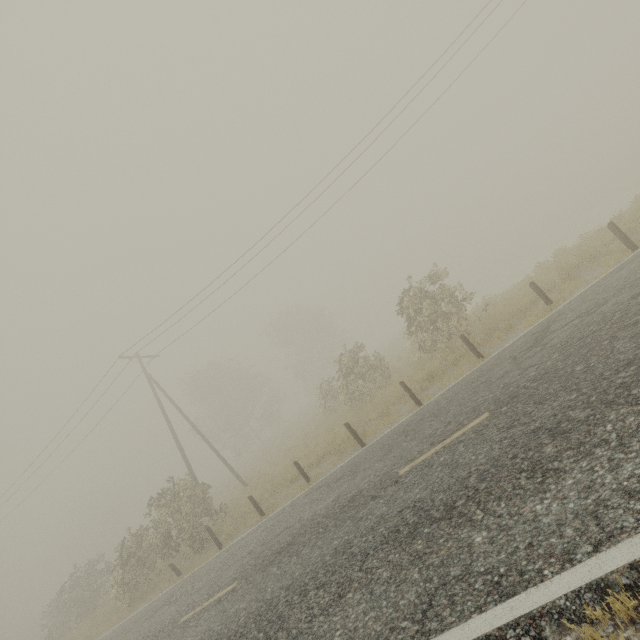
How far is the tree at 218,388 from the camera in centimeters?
4119cm

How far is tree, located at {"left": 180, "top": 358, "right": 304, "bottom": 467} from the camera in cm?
4119

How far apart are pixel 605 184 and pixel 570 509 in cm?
4351
